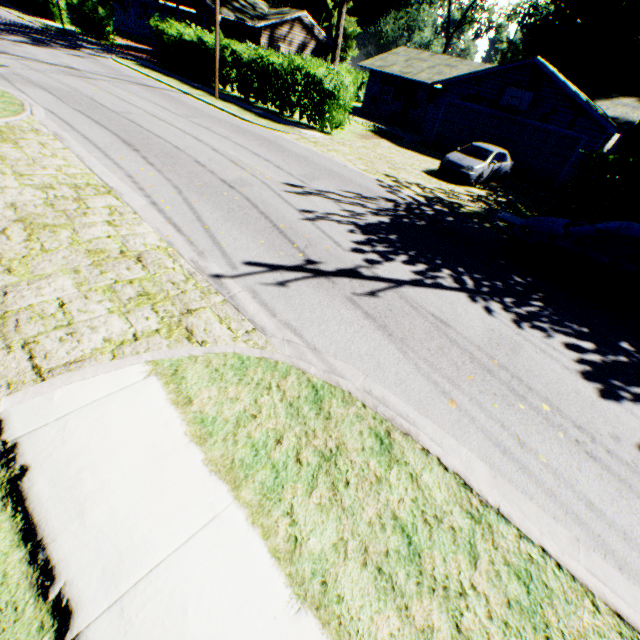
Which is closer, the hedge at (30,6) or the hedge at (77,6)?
the hedge at (77,6)

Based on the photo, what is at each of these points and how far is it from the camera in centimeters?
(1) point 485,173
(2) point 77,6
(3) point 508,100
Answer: (1) car, 1540cm
(2) hedge, 3241cm
(3) basketball hoop, 1931cm

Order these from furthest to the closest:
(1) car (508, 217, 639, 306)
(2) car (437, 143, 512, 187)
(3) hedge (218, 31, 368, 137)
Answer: (3) hedge (218, 31, 368, 137), (2) car (437, 143, 512, 187), (1) car (508, 217, 639, 306)

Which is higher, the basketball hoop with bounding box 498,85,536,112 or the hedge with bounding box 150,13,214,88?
the basketball hoop with bounding box 498,85,536,112

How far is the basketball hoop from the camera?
18.61m

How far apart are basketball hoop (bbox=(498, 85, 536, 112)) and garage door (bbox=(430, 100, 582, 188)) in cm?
53

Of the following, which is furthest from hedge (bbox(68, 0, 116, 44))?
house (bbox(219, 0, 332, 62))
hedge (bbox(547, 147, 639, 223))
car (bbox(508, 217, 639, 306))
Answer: hedge (bbox(547, 147, 639, 223))

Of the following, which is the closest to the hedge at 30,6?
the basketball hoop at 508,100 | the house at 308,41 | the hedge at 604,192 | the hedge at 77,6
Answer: the hedge at 77,6
